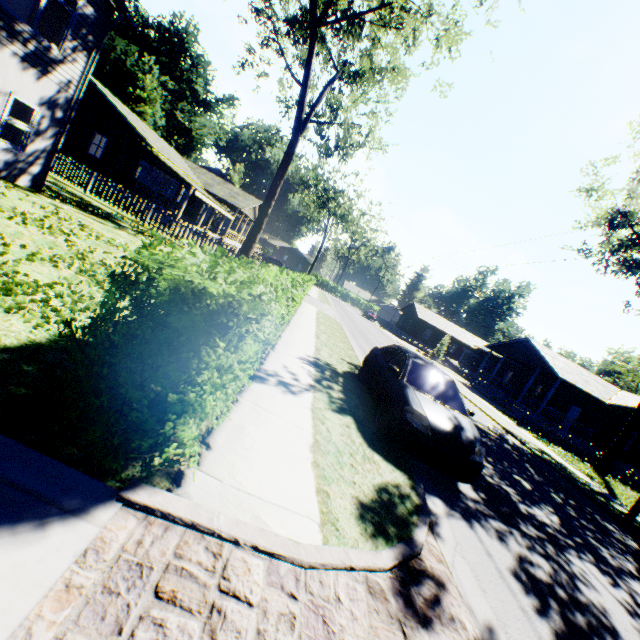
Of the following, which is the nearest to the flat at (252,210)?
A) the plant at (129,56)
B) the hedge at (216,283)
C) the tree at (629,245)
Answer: the plant at (129,56)

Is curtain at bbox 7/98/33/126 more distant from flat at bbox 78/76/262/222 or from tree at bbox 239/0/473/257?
flat at bbox 78/76/262/222

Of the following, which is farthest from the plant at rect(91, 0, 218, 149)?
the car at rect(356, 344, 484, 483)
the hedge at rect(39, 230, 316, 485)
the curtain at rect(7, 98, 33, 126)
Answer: the car at rect(356, 344, 484, 483)

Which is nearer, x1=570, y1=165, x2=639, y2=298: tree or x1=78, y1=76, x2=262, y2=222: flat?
x1=570, y1=165, x2=639, y2=298: tree

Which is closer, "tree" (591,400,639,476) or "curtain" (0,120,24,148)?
"curtain" (0,120,24,148)

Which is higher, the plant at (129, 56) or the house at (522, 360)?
the plant at (129, 56)

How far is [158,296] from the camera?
2.2m

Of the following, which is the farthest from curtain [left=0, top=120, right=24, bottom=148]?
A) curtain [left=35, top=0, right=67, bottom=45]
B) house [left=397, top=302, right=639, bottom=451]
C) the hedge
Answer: house [left=397, top=302, right=639, bottom=451]
